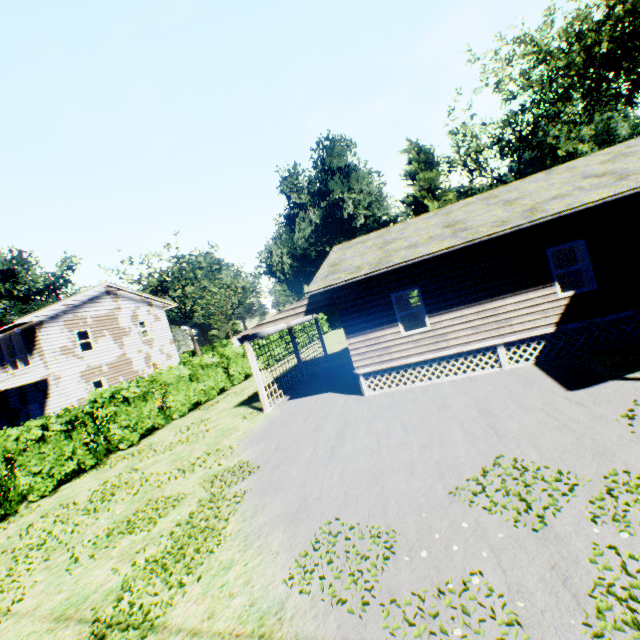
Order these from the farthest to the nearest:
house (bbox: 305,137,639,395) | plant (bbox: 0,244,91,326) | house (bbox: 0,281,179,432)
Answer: plant (bbox: 0,244,91,326), house (bbox: 0,281,179,432), house (bbox: 305,137,639,395)

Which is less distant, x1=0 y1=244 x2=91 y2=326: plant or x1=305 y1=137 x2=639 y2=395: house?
x1=305 y1=137 x2=639 y2=395: house

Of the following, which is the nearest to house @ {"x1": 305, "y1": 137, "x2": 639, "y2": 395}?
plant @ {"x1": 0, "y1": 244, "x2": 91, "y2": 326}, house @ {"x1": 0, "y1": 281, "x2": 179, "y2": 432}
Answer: house @ {"x1": 0, "y1": 281, "x2": 179, "y2": 432}

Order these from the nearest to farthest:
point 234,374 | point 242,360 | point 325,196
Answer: point 234,374 → point 242,360 → point 325,196

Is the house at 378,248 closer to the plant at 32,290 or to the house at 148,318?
the house at 148,318

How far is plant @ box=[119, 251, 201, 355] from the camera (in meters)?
48.50

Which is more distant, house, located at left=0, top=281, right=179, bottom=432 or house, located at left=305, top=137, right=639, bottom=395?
house, located at left=0, top=281, right=179, bottom=432
